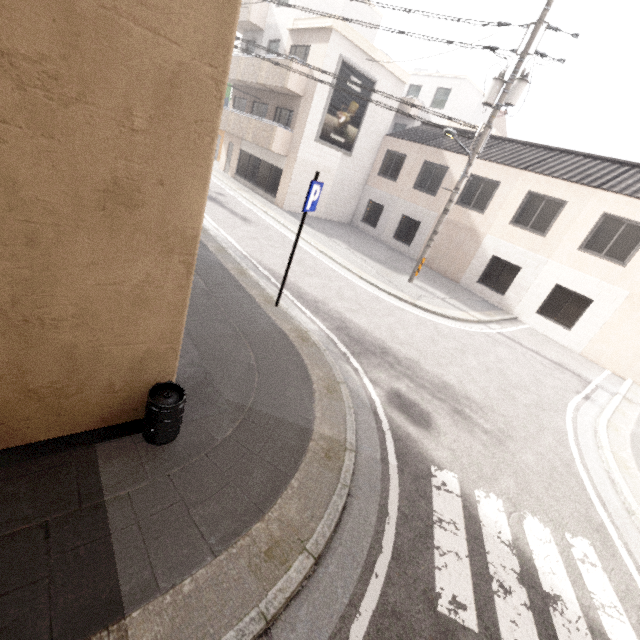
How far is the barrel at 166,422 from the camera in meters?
3.3 m

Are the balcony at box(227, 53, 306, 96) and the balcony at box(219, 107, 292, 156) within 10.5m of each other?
yes

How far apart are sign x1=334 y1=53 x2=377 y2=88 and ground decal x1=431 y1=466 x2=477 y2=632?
17.7m

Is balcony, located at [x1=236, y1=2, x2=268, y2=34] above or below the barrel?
above

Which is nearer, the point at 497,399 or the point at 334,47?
the point at 497,399

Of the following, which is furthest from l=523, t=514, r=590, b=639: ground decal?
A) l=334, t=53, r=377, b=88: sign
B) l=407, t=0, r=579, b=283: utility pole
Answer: l=334, t=53, r=377, b=88: sign

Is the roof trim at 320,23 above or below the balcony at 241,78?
above

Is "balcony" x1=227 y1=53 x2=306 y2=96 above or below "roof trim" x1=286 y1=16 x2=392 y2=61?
below
